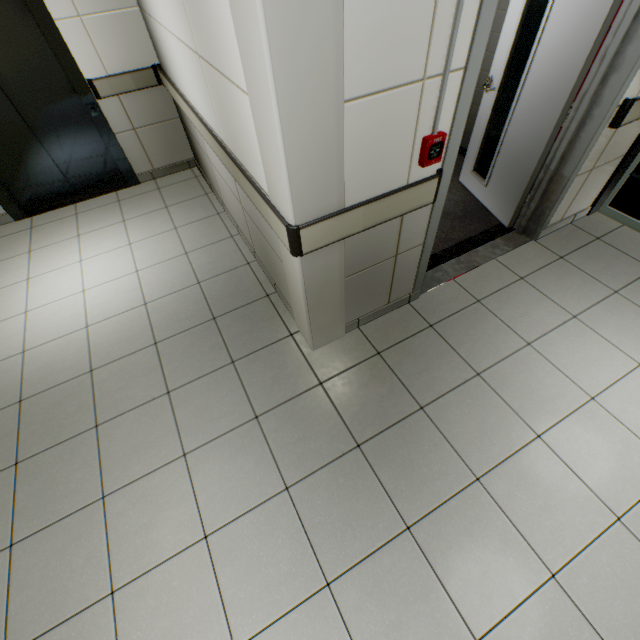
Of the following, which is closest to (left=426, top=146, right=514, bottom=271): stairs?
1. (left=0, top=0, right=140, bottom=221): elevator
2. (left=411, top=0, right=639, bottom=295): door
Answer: (left=411, top=0, right=639, bottom=295): door

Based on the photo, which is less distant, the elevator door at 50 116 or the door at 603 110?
the door at 603 110

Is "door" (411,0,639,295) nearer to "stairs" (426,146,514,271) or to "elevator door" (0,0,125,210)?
"stairs" (426,146,514,271)

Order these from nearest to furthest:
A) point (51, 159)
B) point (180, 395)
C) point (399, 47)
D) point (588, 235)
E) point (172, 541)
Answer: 1. point (399, 47)
2. point (172, 541)
3. point (180, 395)
4. point (588, 235)
5. point (51, 159)

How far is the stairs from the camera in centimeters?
307cm

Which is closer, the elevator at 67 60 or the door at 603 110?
the door at 603 110

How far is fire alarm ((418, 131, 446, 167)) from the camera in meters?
1.6 m

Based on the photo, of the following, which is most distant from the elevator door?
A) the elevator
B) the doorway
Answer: the doorway
